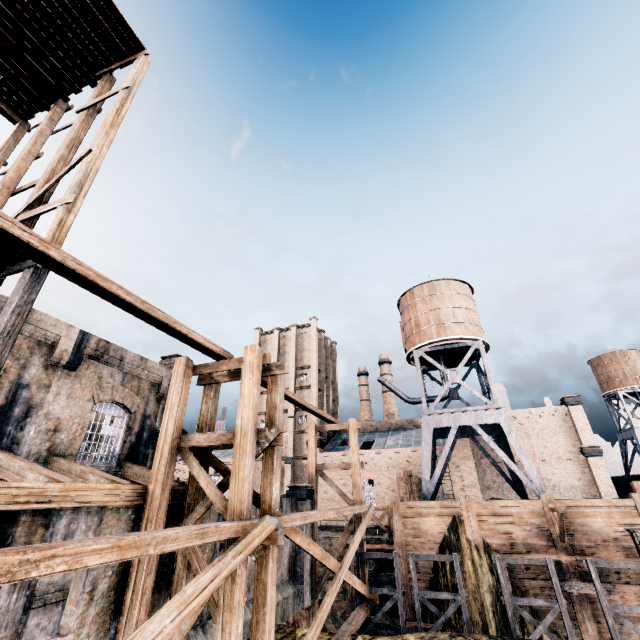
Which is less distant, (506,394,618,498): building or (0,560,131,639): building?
(0,560,131,639): building

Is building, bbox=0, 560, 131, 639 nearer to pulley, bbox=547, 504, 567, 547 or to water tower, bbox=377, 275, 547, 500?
water tower, bbox=377, 275, 547, 500

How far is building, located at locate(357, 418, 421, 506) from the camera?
38.6m

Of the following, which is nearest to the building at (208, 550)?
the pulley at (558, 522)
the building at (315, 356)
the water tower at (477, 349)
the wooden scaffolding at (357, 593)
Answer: the wooden scaffolding at (357, 593)

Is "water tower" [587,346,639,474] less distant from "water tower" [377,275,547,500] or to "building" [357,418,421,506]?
"building" [357,418,421,506]

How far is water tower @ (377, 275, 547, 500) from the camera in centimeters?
2547cm

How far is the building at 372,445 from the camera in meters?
38.6

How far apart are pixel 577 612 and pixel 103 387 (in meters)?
29.00
